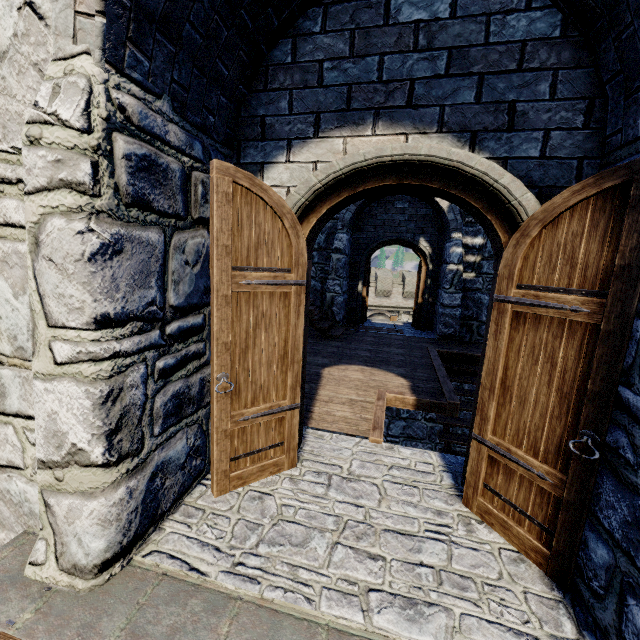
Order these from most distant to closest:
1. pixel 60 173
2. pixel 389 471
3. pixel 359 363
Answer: pixel 359 363, pixel 389 471, pixel 60 173
